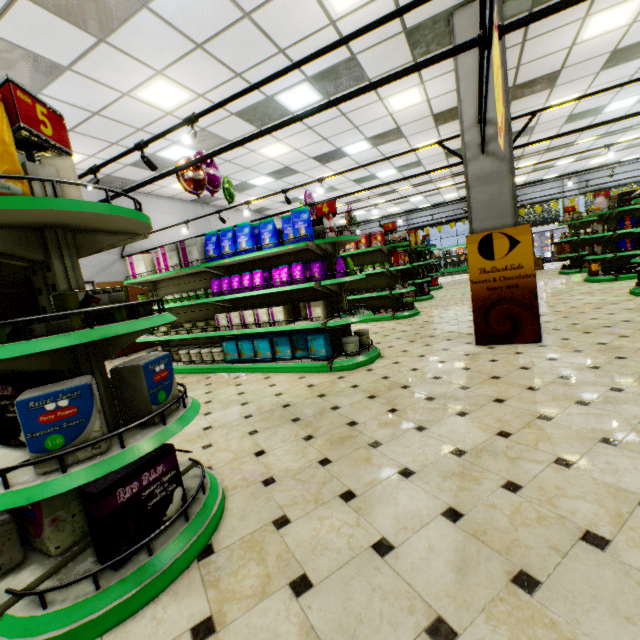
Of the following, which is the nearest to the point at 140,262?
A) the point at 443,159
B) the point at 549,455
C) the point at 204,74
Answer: the point at 204,74

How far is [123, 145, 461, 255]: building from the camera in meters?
11.0 m

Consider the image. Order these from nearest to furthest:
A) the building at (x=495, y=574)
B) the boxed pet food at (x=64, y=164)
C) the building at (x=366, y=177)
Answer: the building at (x=495, y=574), the boxed pet food at (x=64, y=164), the building at (x=366, y=177)

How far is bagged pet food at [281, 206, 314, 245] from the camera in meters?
4.7 m

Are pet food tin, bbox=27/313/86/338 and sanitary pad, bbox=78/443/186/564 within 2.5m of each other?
yes

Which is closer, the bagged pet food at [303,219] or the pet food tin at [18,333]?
the pet food tin at [18,333]

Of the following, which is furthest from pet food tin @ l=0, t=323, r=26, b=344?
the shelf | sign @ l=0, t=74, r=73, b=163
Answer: sign @ l=0, t=74, r=73, b=163

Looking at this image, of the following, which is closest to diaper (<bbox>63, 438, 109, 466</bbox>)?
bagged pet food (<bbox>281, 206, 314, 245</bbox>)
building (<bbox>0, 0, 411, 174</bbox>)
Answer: building (<bbox>0, 0, 411, 174</bbox>)
